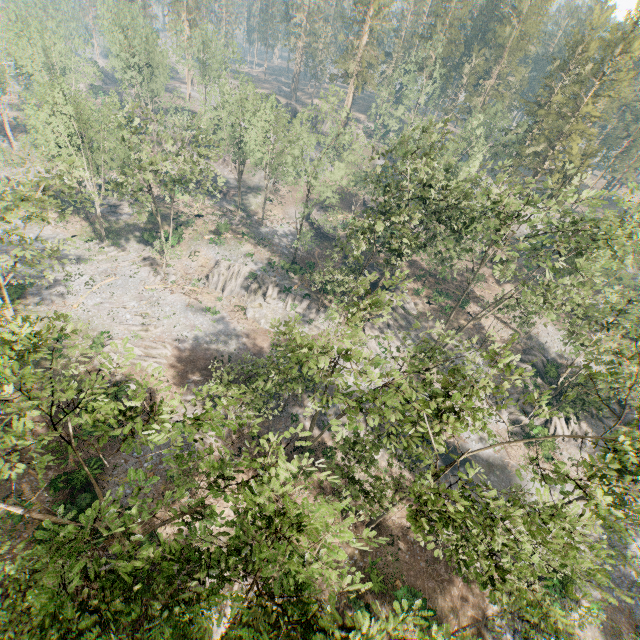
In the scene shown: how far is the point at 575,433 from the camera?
38.9 meters

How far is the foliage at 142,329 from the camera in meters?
35.7 m

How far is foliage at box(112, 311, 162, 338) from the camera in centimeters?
3569cm

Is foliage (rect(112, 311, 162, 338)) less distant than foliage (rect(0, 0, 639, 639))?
No

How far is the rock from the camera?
42.8m

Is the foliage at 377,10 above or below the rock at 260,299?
above

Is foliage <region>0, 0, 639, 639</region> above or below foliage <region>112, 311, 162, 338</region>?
above

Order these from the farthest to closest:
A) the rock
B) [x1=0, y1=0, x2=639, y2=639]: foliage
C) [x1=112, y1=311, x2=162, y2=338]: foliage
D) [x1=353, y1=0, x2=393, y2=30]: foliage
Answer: [x1=353, y1=0, x2=393, y2=30]: foliage, the rock, [x1=112, y1=311, x2=162, y2=338]: foliage, [x1=0, y1=0, x2=639, y2=639]: foliage
